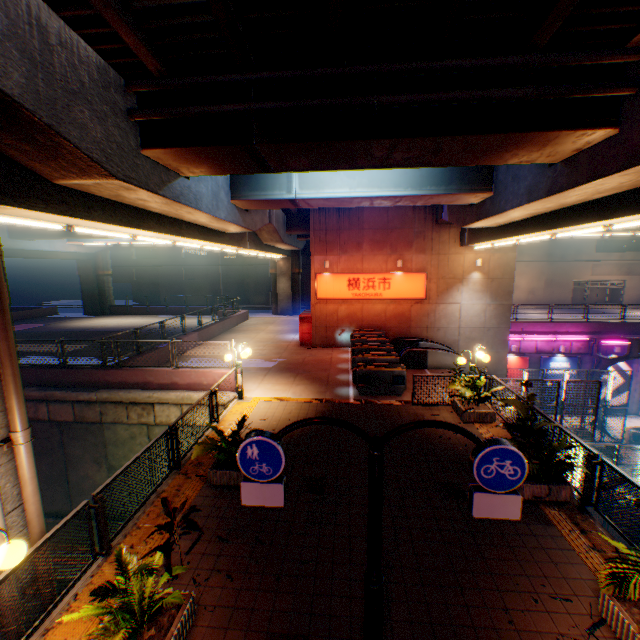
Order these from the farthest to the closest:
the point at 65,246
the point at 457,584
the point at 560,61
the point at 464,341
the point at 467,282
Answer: the point at 65,246
the point at 464,341
the point at 467,282
the point at 560,61
the point at 457,584

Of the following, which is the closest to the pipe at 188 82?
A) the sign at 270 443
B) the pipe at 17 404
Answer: the pipe at 17 404

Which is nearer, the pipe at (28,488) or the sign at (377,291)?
the pipe at (28,488)

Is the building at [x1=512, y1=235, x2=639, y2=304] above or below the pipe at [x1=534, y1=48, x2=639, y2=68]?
below

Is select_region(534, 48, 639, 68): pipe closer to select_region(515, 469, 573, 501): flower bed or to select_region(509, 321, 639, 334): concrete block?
select_region(515, 469, 573, 501): flower bed

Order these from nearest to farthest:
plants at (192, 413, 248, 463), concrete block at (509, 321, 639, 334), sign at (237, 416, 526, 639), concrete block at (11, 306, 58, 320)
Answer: sign at (237, 416, 526, 639), plants at (192, 413, 248, 463), concrete block at (509, 321, 639, 334), concrete block at (11, 306, 58, 320)

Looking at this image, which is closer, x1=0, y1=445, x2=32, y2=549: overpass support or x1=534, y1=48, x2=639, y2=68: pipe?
x1=0, y1=445, x2=32, y2=549: overpass support

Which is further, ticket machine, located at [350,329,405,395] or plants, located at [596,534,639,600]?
ticket machine, located at [350,329,405,395]
